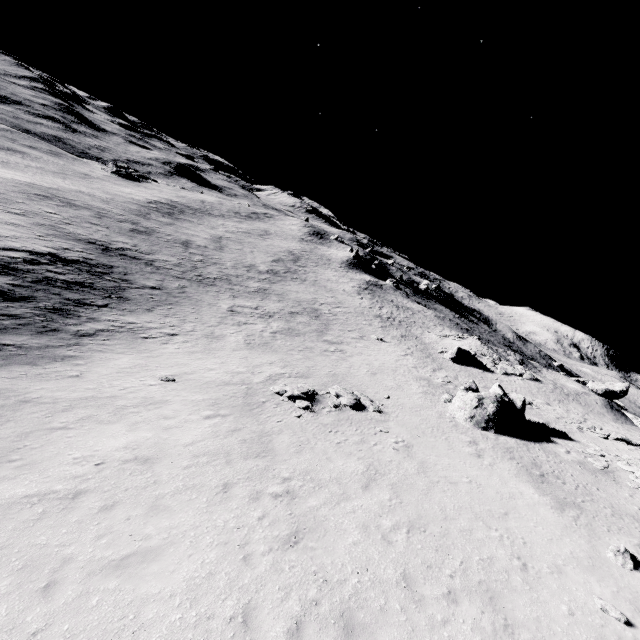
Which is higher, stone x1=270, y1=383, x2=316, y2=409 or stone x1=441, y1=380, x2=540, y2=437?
stone x1=441, y1=380, x2=540, y2=437

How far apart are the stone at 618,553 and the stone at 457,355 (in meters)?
32.23

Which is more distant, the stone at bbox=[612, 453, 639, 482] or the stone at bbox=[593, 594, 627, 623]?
the stone at bbox=[612, 453, 639, 482]

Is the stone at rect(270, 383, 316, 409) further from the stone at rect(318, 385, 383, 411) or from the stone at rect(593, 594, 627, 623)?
the stone at rect(593, 594, 627, 623)

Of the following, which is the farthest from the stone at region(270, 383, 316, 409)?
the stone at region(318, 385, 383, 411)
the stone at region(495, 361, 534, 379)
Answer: the stone at region(495, 361, 534, 379)

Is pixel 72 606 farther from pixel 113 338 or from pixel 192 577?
pixel 113 338

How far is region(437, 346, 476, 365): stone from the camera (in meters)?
42.12

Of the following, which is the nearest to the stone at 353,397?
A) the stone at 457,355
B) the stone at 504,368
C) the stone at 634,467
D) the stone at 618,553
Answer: the stone at 618,553
